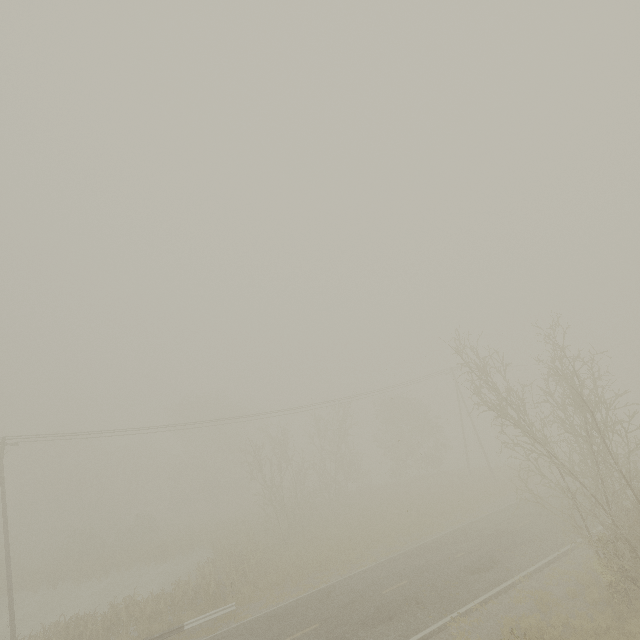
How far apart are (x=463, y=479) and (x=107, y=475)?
58.2 meters
